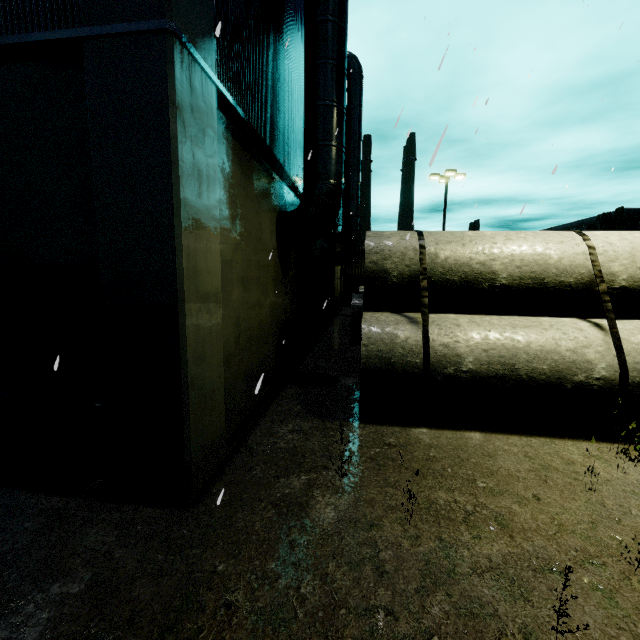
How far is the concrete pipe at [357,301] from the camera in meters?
12.4 m

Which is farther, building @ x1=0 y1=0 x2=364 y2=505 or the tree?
the tree

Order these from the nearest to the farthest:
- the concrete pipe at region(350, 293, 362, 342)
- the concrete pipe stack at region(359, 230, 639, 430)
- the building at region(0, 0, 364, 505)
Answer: the building at region(0, 0, 364, 505) → the concrete pipe stack at region(359, 230, 639, 430) → the concrete pipe at region(350, 293, 362, 342)

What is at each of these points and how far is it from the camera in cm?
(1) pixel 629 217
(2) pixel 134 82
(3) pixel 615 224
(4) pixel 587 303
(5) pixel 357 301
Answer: (1) building, 3797
(2) building, 320
(3) tree, 3916
(4) concrete pipe stack, 618
(5) concrete pipe, 1261

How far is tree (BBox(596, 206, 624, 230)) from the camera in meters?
38.2

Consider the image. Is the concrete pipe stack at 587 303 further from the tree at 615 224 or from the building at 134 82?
the tree at 615 224

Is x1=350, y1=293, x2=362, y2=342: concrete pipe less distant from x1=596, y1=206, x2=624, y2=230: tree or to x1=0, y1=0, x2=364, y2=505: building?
x1=0, y1=0, x2=364, y2=505: building
